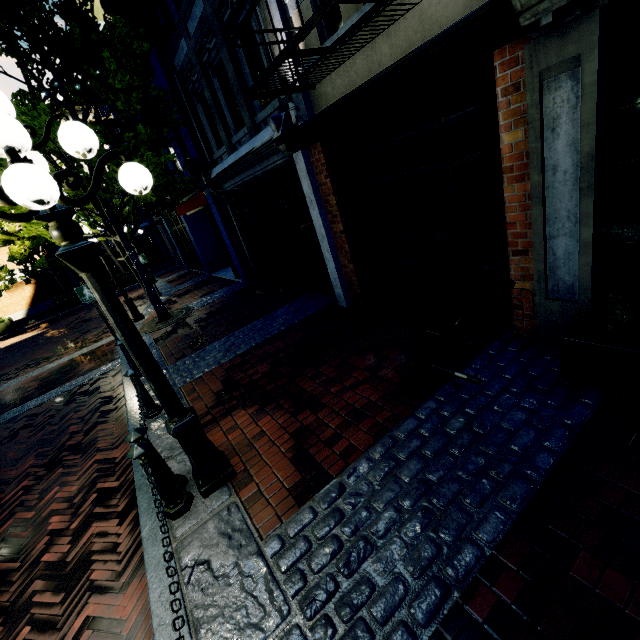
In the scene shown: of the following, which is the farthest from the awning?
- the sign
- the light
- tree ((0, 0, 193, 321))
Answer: the light

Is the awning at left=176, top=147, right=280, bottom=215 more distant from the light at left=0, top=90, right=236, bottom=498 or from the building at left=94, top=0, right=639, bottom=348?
the light at left=0, top=90, right=236, bottom=498

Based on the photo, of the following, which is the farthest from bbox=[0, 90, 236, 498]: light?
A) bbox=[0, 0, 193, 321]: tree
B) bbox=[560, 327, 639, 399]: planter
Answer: bbox=[560, 327, 639, 399]: planter

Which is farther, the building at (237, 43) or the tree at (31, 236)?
the tree at (31, 236)

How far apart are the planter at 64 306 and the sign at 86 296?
15.6 meters

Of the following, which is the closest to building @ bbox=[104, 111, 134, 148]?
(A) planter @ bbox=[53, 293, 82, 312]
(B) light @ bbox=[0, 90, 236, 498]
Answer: (B) light @ bbox=[0, 90, 236, 498]

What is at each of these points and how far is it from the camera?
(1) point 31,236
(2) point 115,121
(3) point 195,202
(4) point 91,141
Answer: (1) tree, 18.23m
(2) building, 13.35m
(3) awning, 7.11m
(4) light, 2.38m

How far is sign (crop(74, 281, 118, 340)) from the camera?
7.49m
